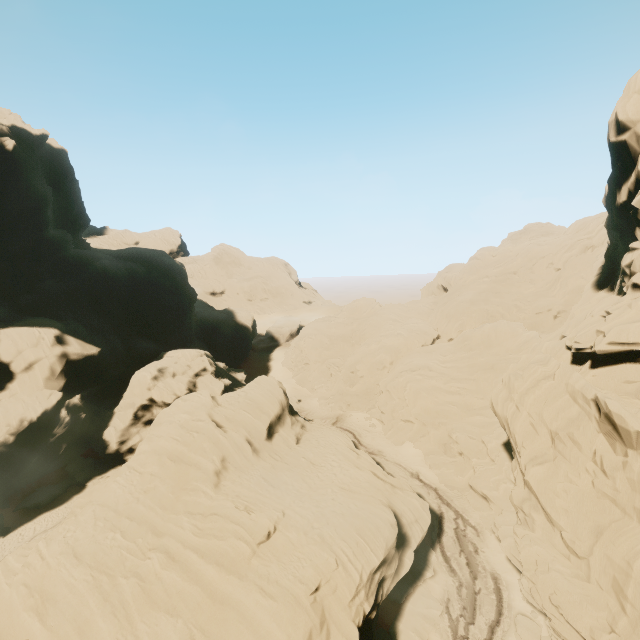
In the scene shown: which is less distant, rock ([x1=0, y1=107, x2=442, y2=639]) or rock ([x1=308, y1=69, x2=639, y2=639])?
rock ([x1=308, y1=69, x2=639, y2=639])

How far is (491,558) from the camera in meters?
25.4

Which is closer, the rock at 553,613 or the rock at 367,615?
the rock at 553,613
